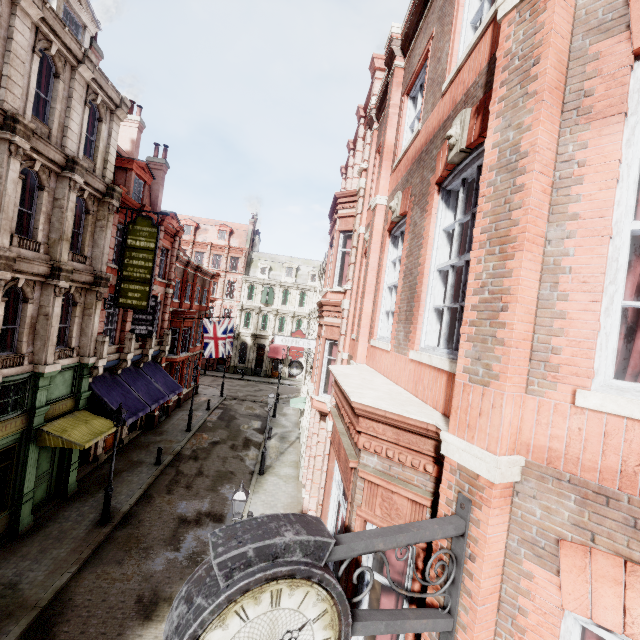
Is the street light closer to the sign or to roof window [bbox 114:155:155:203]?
the sign

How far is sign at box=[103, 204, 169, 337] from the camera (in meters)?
15.02

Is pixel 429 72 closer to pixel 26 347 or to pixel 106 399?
pixel 26 347

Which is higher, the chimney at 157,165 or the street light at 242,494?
the chimney at 157,165

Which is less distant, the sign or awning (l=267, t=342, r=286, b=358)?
the sign

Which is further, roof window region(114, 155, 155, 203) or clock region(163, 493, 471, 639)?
roof window region(114, 155, 155, 203)

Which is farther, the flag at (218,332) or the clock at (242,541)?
the flag at (218,332)

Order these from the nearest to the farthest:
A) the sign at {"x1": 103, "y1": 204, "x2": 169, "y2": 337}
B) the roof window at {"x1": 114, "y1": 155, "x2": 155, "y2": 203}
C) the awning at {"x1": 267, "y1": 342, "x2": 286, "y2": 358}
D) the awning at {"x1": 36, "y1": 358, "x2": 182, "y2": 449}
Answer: the awning at {"x1": 36, "y1": 358, "x2": 182, "y2": 449} < the sign at {"x1": 103, "y1": 204, "x2": 169, "y2": 337} < the roof window at {"x1": 114, "y1": 155, "x2": 155, "y2": 203} < the awning at {"x1": 267, "y1": 342, "x2": 286, "y2": 358}
